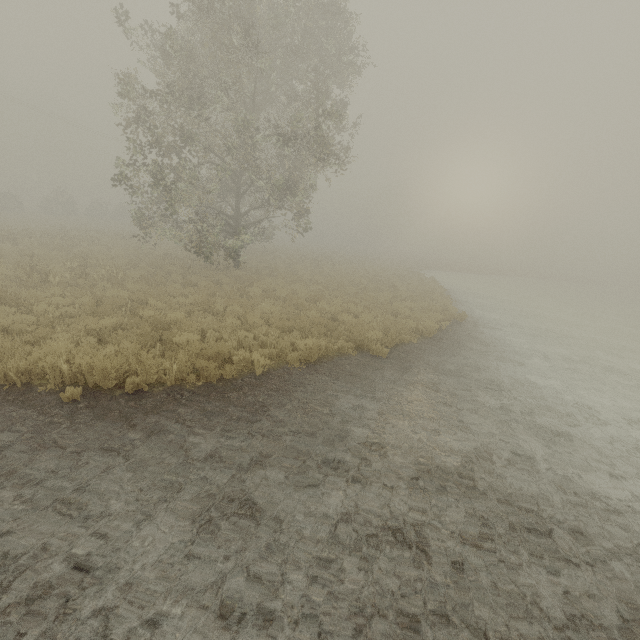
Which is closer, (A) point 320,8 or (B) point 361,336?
(B) point 361,336
